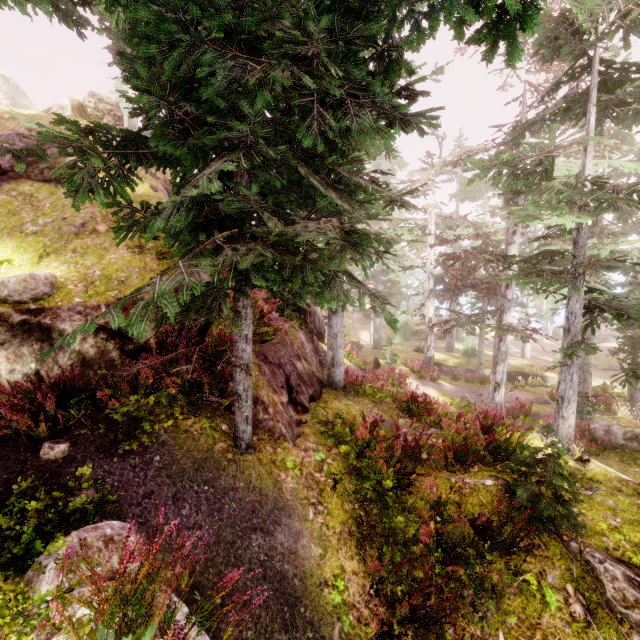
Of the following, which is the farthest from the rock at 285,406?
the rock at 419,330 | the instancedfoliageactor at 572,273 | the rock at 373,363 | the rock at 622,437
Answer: the rock at 419,330

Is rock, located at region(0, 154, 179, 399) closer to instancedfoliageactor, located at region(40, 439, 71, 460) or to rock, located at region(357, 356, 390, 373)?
instancedfoliageactor, located at region(40, 439, 71, 460)

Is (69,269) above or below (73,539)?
above

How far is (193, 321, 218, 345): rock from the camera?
6.5m

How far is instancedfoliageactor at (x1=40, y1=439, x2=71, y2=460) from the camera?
4.1 meters

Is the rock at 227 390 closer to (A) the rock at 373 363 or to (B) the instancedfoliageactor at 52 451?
(B) the instancedfoliageactor at 52 451

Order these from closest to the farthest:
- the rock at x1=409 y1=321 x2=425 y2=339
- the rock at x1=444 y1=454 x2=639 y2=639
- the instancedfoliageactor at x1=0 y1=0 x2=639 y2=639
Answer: the instancedfoliageactor at x1=0 y1=0 x2=639 y2=639
the rock at x1=444 y1=454 x2=639 y2=639
the rock at x1=409 y1=321 x2=425 y2=339

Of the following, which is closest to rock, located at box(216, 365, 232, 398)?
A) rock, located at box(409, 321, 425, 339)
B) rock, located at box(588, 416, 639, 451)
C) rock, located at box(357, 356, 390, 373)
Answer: rock, located at box(357, 356, 390, 373)
